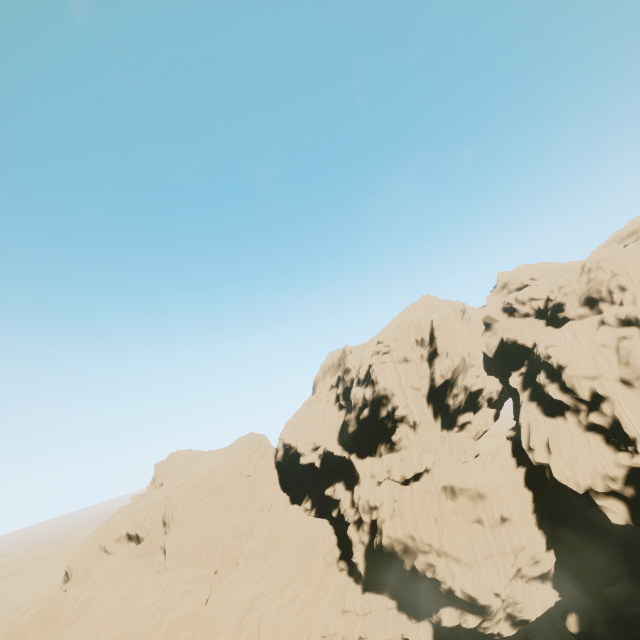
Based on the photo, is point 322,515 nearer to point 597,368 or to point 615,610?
point 615,610
